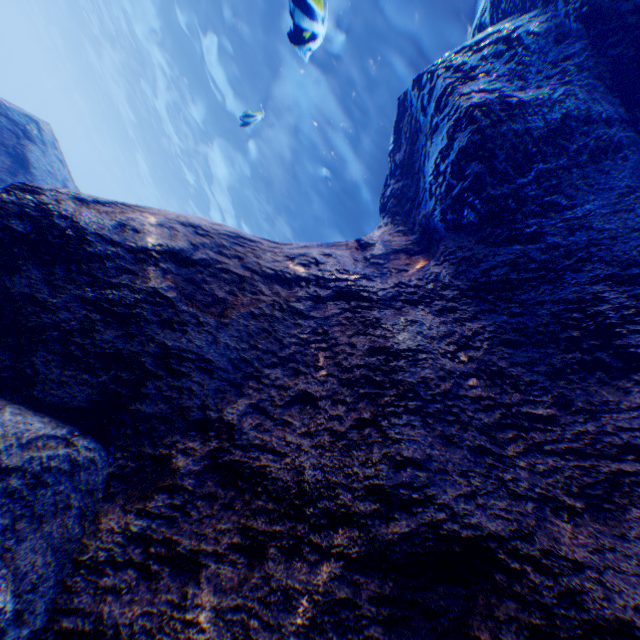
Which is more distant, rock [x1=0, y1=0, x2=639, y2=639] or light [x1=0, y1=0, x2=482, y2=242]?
light [x1=0, y1=0, x2=482, y2=242]

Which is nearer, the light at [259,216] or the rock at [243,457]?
the rock at [243,457]

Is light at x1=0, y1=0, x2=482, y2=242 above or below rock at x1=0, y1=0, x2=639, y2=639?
above

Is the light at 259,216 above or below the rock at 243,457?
above

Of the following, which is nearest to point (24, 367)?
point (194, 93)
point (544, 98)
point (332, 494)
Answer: point (332, 494)
